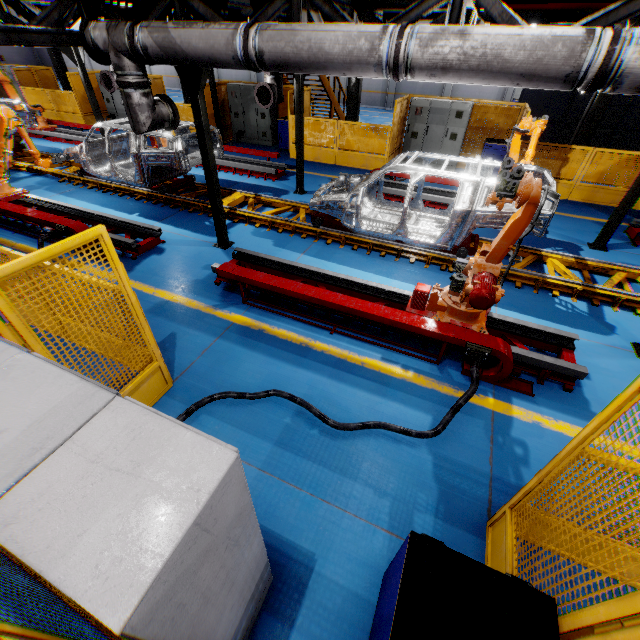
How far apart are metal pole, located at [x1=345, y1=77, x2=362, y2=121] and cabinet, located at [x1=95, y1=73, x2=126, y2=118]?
11.4 meters

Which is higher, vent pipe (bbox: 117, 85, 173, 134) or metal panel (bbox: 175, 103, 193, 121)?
vent pipe (bbox: 117, 85, 173, 134)

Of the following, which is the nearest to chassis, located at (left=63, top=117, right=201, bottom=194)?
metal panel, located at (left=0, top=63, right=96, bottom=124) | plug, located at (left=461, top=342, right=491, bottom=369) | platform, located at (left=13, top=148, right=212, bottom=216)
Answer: platform, located at (left=13, top=148, right=212, bottom=216)

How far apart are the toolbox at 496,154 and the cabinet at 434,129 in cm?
72

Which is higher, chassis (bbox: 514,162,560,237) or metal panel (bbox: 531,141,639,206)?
chassis (bbox: 514,162,560,237)

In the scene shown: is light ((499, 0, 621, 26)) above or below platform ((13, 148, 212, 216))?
above

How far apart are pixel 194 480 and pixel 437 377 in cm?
392

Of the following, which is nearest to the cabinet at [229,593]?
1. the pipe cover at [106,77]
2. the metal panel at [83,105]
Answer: the metal panel at [83,105]
